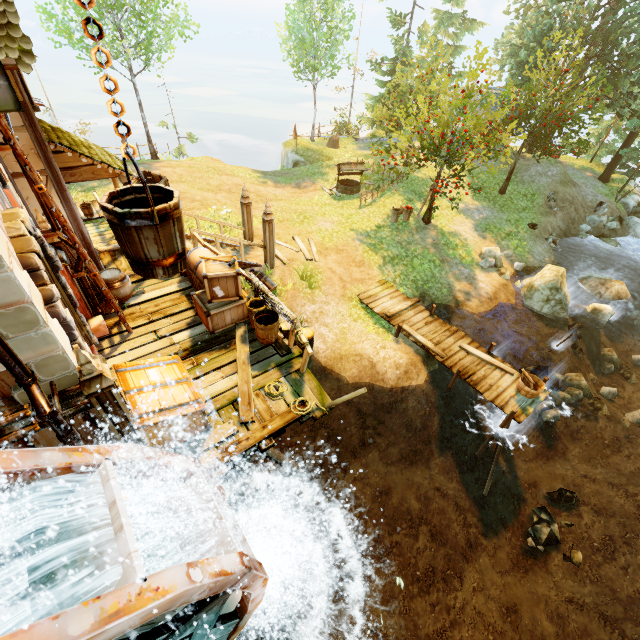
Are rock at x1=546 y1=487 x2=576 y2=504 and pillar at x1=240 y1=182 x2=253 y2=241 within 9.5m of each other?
no

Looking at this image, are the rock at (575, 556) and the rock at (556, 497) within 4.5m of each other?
yes

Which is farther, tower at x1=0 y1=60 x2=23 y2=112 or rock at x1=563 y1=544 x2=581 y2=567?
rock at x1=563 y1=544 x2=581 y2=567

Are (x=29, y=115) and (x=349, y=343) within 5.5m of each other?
no

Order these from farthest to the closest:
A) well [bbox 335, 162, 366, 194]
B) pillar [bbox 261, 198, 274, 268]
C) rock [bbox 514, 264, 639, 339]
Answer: well [bbox 335, 162, 366, 194], rock [bbox 514, 264, 639, 339], pillar [bbox 261, 198, 274, 268]

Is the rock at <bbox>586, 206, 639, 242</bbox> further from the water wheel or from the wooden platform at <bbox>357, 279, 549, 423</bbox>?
the water wheel

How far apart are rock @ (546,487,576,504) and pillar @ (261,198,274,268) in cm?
1182

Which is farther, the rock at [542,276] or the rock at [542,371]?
the rock at [542,276]
